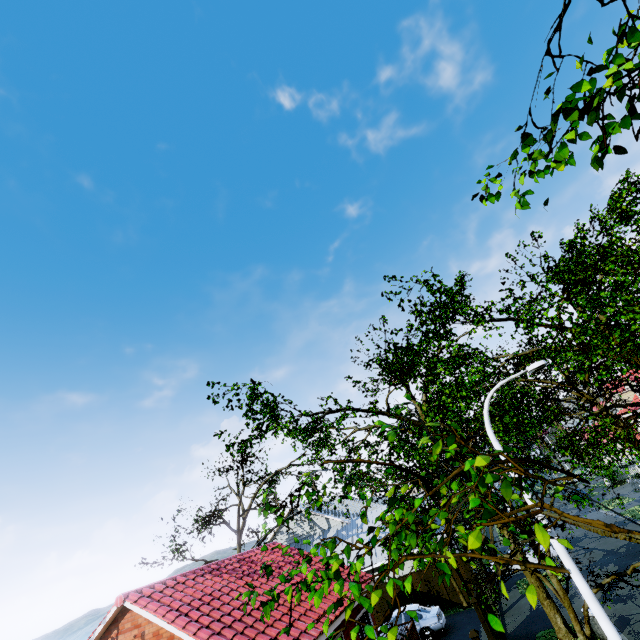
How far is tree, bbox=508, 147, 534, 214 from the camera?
2.7m

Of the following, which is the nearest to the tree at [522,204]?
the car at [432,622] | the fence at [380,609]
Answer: the car at [432,622]

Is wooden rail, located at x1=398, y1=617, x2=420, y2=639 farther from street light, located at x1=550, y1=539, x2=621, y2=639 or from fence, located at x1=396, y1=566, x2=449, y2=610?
street light, located at x1=550, y1=539, x2=621, y2=639

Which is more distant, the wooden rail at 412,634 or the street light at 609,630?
the wooden rail at 412,634

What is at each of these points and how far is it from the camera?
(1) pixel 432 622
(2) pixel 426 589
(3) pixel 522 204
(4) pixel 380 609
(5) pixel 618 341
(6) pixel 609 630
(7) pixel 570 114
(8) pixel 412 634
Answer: (1) car, 17.5m
(2) fence, 21.6m
(3) tree, 2.9m
(4) fence, 22.2m
(5) tree, 8.0m
(6) street light, 7.0m
(7) tree, 2.4m
(8) wooden rail, 15.0m

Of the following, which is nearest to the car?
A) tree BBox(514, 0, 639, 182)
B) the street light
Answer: tree BBox(514, 0, 639, 182)

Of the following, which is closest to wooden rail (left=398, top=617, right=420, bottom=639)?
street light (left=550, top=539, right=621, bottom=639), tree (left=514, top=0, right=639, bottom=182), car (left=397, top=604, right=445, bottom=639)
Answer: car (left=397, top=604, right=445, bottom=639)

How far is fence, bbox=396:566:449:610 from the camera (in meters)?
21.12
